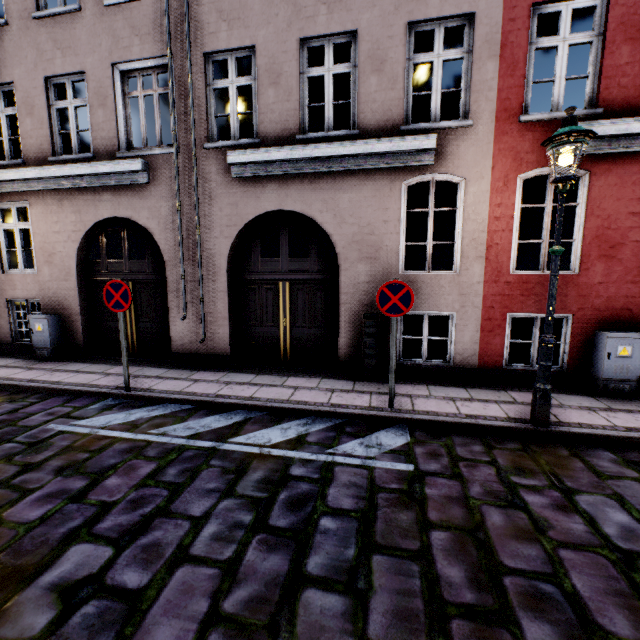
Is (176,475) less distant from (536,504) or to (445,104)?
(536,504)

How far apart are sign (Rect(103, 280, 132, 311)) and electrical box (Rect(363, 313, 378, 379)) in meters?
4.0 m

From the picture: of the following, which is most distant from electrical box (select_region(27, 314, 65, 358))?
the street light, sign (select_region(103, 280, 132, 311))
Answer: the street light

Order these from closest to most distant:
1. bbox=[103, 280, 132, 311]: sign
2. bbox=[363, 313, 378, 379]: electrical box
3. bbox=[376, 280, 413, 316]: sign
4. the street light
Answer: the street light → bbox=[376, 280, 413, 316]: sign → bbox=[103, 280, 132, 311]: sign → bbox=[363, 313, 378, 379]: electrical box

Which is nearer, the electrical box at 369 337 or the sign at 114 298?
the sign at 114 298

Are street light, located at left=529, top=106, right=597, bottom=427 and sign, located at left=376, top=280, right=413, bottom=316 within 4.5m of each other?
yes

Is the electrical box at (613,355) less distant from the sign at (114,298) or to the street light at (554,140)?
the street light at (554,140)

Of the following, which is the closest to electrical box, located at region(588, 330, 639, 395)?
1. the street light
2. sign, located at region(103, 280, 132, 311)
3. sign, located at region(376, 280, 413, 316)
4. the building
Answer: the building
